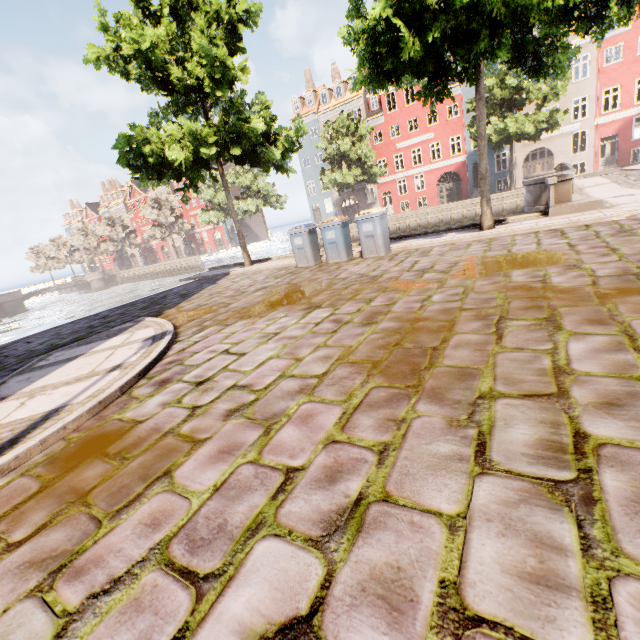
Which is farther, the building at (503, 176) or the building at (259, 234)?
the building at (259, 234)

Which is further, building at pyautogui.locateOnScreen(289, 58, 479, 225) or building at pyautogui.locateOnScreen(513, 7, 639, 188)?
building at pyautogui.locateOnScreen(289, 58, 479, 225)

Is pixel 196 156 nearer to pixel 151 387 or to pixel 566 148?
pixel 151 387

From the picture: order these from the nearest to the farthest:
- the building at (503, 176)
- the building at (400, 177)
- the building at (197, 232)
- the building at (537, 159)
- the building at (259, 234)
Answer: the building at (537, 159)
the building at (503, 176)
the building at (400, 177)
the building at (259, 234)
the building at (197, 232)

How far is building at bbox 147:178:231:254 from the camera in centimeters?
5478cm

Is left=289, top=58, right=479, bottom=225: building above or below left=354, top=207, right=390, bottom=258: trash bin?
above
